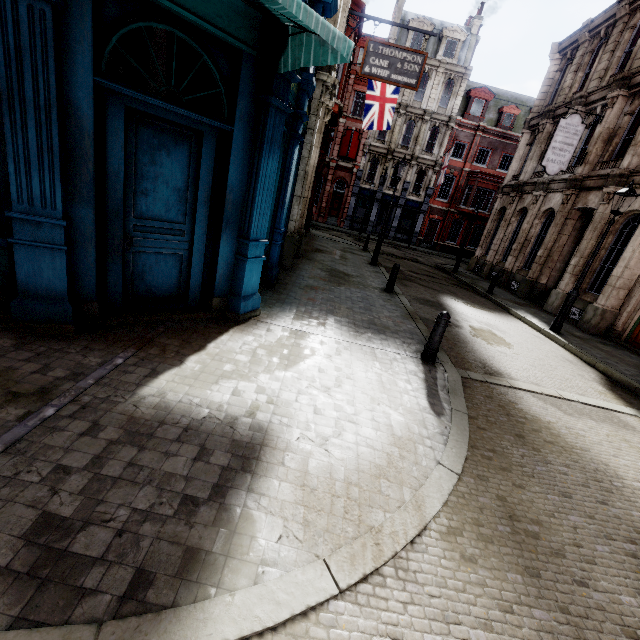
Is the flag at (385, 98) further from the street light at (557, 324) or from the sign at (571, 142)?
the street light at (557, 324)

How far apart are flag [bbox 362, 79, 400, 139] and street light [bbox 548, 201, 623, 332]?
11.33m

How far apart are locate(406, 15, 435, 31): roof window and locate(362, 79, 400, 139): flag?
18.3m

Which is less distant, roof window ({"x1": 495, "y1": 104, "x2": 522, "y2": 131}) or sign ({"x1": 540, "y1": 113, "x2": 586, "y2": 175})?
sign ({"x1": 540, "y1": 113, "x2": 586, "y2": 175})

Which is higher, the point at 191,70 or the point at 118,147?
the point at 191,70

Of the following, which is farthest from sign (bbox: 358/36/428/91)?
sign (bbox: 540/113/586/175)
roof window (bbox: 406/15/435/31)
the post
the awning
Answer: roof window (bbox: 406/15/435/31)

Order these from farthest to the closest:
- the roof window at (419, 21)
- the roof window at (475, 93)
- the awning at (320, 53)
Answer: the roof window at (475, 93) → the roof window at (419, 21) → the awning at (320, 53)

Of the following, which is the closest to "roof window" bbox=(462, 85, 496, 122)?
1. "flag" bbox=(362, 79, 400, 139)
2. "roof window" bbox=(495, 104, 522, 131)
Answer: "roof window" bbox=(495, 104, 522, 131)
